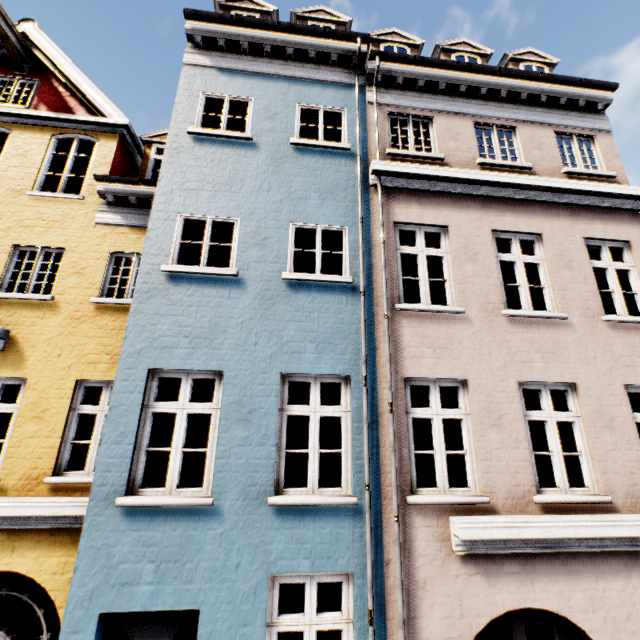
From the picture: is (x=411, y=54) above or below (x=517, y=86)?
above
